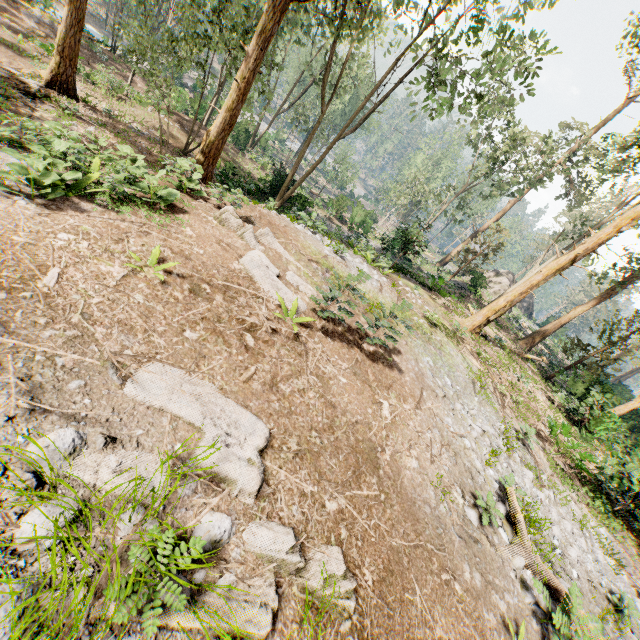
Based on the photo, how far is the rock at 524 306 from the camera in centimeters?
4421cm

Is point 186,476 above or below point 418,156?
below

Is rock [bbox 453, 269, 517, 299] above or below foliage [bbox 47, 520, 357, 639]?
above

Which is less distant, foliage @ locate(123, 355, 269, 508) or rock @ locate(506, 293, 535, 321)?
foliage @ locate(123, 355, 269, 508)

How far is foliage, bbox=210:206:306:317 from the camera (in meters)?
7.37

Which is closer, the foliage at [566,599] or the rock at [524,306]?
the foliage at [566,599]

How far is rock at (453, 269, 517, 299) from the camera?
29.8 meters
